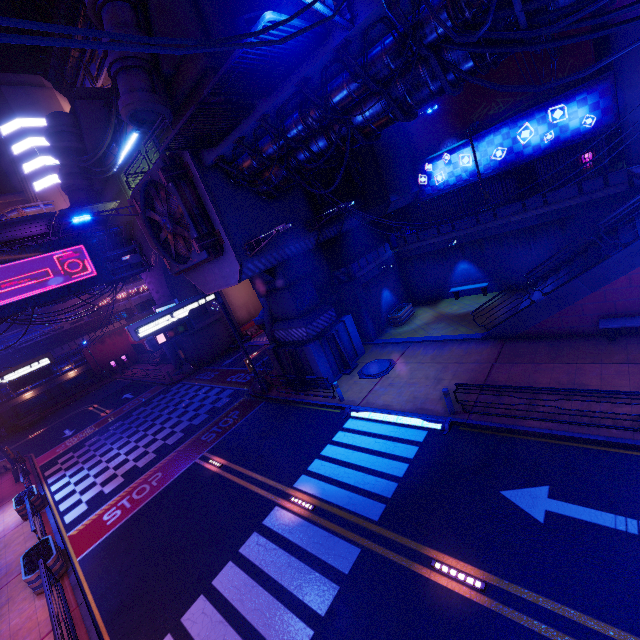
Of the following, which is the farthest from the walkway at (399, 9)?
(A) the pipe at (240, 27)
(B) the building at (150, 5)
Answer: (A) the pipe at (240, 27)

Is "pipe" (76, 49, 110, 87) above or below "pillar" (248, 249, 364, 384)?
above

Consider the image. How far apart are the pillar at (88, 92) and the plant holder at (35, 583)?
34.3 meters

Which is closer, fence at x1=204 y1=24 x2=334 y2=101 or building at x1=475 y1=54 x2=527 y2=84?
fence at x1=204 y1=24 x2=334 y2=101

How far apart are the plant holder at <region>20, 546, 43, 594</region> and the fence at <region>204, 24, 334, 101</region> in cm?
1653

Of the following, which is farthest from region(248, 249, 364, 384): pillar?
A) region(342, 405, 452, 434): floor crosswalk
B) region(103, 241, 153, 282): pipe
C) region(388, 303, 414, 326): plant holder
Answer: region(103, 241, 153, 282): pipe

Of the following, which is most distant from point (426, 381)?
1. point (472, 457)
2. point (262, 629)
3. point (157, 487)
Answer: point (157, 487)

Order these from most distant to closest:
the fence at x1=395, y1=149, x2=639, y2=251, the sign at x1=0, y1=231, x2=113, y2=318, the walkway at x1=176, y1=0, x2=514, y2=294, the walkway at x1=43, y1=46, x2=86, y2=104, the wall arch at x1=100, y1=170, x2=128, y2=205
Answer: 1. the walkway at x1=43, y1=46, x2=86, y2=104
2. the wall arch at x1=100, y1=170, x2=128, y2=205
3. the sign at x1=0, y1=231, x2=113, y2=318
4. the fence at x1=395, y1=149, x2=639, y2=251
5. the walkway at x1=176, y1=0, x2=514, y2=294
